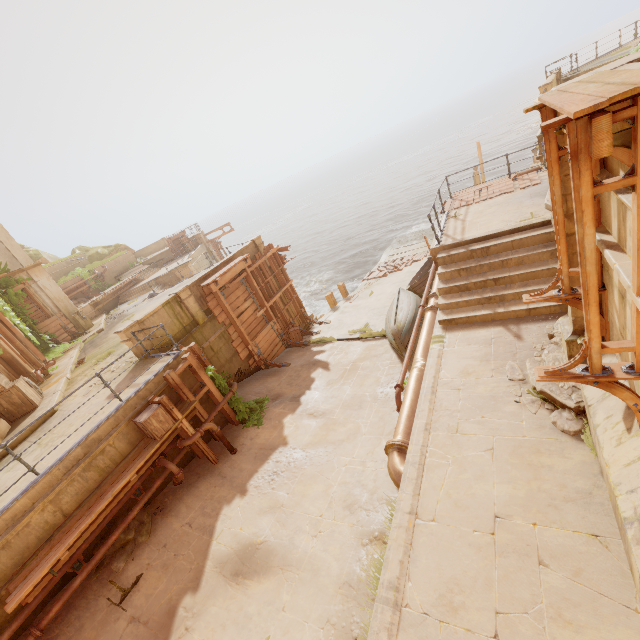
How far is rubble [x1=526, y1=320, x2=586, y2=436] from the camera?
5.0 meters

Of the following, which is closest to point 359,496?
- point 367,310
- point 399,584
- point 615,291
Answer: point 399,584

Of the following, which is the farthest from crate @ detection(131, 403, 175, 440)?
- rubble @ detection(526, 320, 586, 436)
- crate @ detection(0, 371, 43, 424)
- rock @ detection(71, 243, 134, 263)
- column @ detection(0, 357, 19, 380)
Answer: rock @ detection(71, 243, 134, 263)

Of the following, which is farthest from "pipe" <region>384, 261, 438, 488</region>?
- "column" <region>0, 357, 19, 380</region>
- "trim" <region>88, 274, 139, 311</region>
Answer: Result: "trim" <region>88, 274, 139, 311</region>

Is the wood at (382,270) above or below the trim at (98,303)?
below

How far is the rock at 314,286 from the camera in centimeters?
3073cm

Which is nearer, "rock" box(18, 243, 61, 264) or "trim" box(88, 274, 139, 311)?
"trim" box(88, 274, 139, 311)

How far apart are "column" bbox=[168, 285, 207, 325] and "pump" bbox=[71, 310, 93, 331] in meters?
11.4 m
